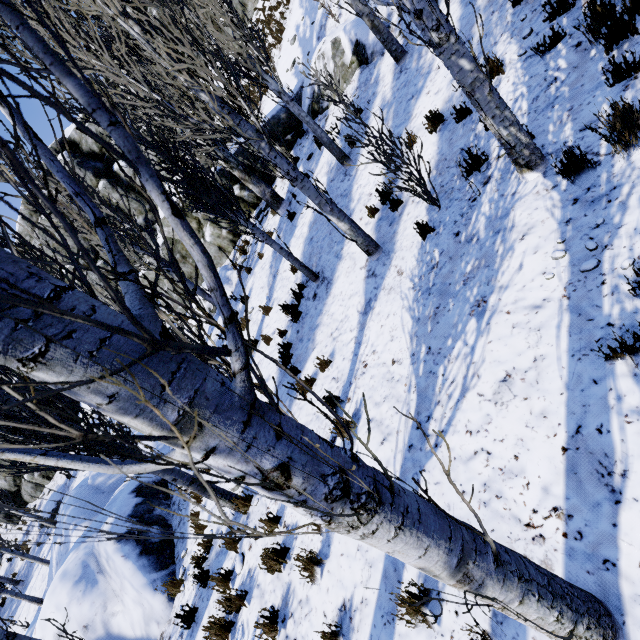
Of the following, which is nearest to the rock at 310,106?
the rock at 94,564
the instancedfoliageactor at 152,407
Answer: the instancedfoliageactor at 152,407

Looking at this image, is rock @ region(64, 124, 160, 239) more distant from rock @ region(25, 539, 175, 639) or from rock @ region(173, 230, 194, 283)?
rock @ region(25, 539, 175, 639)

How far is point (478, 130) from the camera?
5.43m

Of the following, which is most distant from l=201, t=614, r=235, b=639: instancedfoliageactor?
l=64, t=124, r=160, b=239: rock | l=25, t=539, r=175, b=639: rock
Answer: l=64, t=124, r=160, b=239: rock

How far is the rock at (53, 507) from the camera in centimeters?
788cm

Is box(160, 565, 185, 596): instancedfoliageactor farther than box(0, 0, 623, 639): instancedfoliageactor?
Yes

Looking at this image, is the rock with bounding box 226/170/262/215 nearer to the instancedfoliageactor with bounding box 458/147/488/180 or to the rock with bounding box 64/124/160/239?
the instancedfoliageactor with bounding box 458/147/488/180
